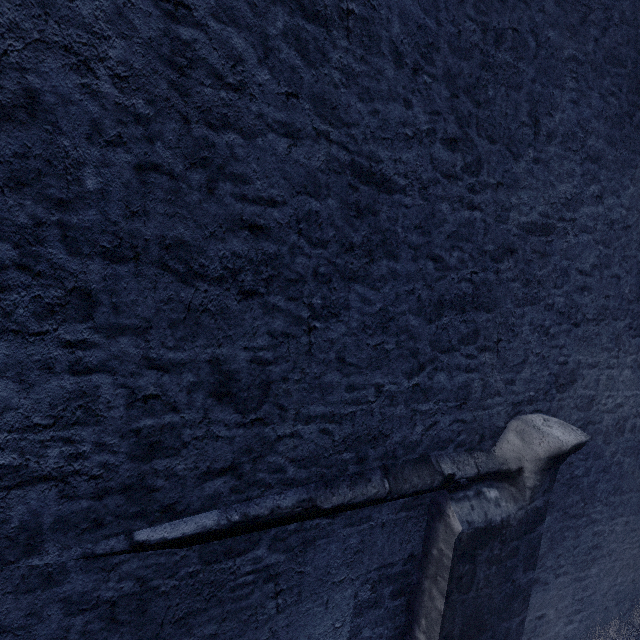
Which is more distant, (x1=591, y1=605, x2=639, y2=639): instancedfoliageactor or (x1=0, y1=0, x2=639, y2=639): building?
(x1=591, y1=605, x2=639, y2=639): instancedfoliageactor

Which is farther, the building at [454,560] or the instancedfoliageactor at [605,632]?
the instancedfoliageactor at [605,632]

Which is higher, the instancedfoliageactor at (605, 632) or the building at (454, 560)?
the building at (454, 560)

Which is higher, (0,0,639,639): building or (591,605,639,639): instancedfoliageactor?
(0,0,639,639): building

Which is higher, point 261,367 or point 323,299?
point 323,299
